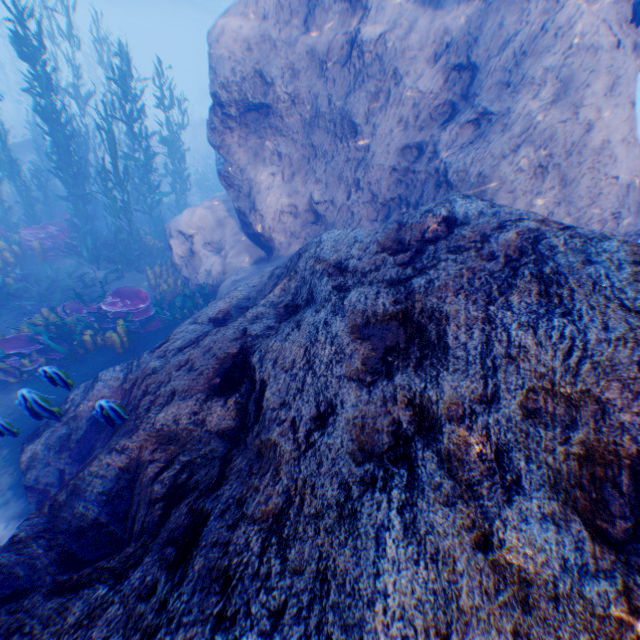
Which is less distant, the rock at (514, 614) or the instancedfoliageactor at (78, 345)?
the rock at (514, 614)

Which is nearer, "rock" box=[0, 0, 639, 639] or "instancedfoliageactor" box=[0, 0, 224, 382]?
"rock" box=[0, 0, 639, 639]

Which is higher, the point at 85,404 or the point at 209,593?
the point at 209,593
